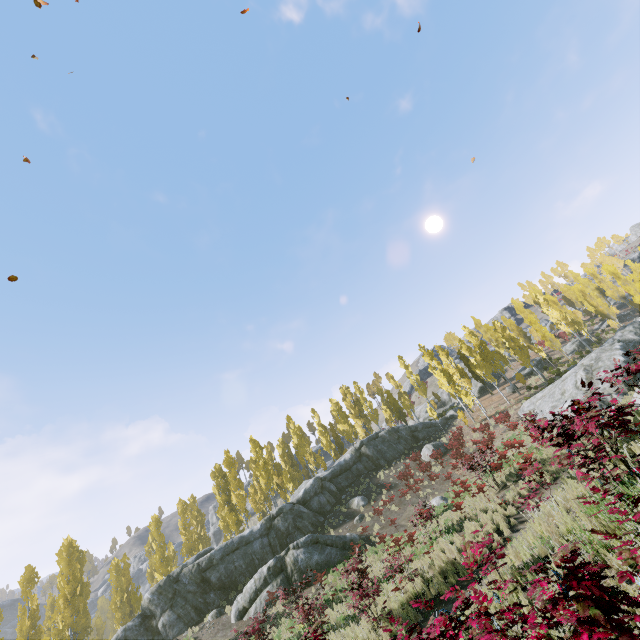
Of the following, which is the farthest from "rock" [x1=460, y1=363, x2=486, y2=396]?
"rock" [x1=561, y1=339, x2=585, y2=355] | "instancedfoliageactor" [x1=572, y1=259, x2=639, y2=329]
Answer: "rock" [x1=561, y1=339, x2=585, y2=355]

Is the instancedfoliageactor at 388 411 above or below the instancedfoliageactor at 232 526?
above

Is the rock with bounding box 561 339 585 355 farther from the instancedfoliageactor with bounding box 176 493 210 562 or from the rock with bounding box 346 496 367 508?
the rock with bounding box 346 496 367 508

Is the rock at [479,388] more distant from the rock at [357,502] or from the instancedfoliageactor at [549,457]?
the rock at [357,502]

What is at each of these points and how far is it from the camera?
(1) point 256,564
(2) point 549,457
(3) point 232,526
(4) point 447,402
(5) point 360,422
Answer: (1) rock, 24.7 meters
(2) instancedfoliageactor, 16.7 meters
(3) instancedfoliageactor, 31.7 meters
(4) rock, 55.1 meters
(5) instancedfoliageactor, 52.2 meters

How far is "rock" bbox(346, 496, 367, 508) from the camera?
28.0 meters

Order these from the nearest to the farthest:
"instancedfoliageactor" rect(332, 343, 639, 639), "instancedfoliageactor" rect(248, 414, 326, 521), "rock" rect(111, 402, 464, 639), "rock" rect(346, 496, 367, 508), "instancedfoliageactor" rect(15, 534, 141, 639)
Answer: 1. "instancedfoliageactor" rect(332, 343, 639, 639)
2. "rock" rect(111, 402, 464, 639)
3. "instancedfoliageactor" rect(15, 534, 141, 639)
4. "rock" rect(346, 496, 367, 508)
5. "instancedfoliageactor" rect(248, 414, 326, 521)

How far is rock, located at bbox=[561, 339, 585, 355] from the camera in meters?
46.8
